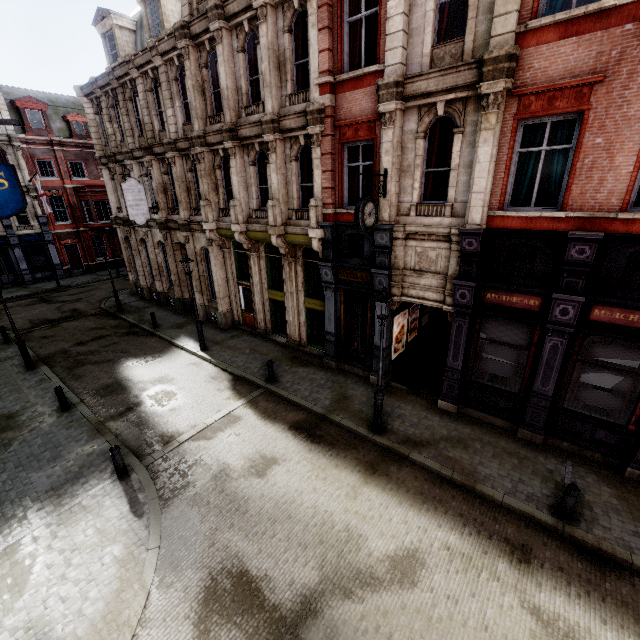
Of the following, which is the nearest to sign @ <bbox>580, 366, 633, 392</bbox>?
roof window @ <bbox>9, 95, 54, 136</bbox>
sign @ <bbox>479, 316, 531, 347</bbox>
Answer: sign @ <bbox>479, 316, 531, 347</bbox>

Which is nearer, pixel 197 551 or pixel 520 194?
pixel 197 551

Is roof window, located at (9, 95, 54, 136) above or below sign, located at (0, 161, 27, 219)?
above

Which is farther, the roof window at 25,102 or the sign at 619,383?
the roof window at 25,102

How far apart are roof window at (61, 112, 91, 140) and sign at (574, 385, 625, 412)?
43.1 meters

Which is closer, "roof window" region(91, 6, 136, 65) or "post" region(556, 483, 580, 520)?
"post" region(556, 483, 580, 520)

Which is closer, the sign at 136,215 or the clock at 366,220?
the clock at 366,220

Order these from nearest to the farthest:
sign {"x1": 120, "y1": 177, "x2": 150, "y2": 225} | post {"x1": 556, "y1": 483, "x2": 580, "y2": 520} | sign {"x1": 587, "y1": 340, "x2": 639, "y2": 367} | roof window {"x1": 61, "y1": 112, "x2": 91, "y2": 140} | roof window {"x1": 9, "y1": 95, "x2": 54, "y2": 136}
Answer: post {"x1": 556, "y1": 483, "x2": 580, "y2": 520}, sign {"x1": 587, "y1": 340, "x2": 639, "y2": 367}, sign {"x1": 120, "y1": 177, "x2": 150, "y2": 225}, roof window {"x1": 9, "y1": 95, "x2": 54, "y2": 136}, roof window {"x1": 61, "y1": 112, "x2": 91, "y2": 140}
